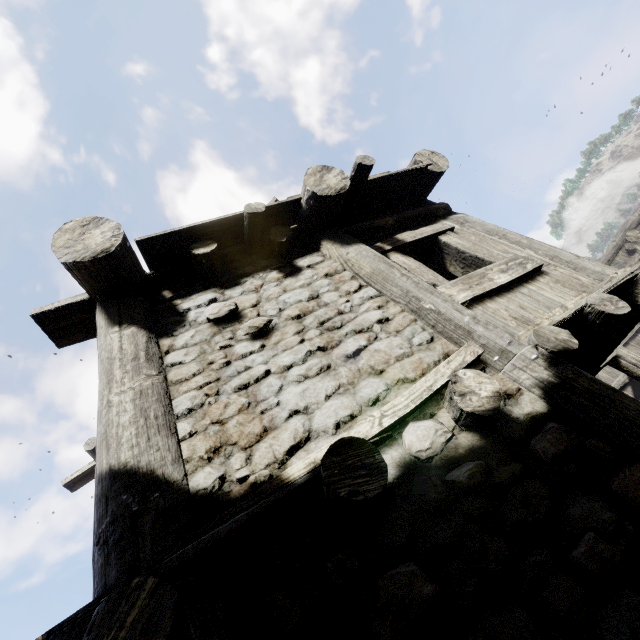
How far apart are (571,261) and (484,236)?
1.07m
